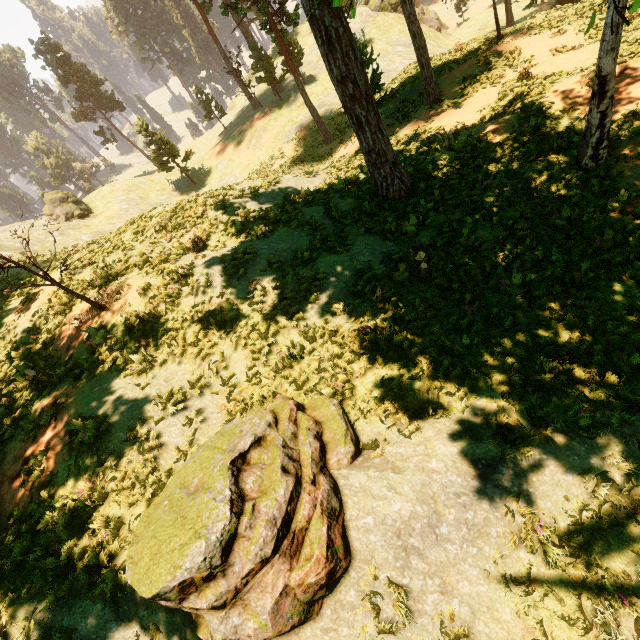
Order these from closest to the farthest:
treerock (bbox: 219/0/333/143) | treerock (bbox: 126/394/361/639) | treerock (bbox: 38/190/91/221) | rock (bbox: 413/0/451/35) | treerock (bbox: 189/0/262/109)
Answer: → treerock (bbox: 126/394/361/639) < treerock (bbox: 219/0/333/143) < treerock (bbox: 38/190/91/221) < treerock (bbox: 189/0/262/109) < rock (bbox: 413/0/451/35)

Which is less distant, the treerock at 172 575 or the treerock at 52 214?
the treerock at 172 575

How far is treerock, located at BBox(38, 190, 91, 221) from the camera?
35.6 meters

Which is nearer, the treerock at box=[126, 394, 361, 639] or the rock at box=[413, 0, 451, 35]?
the treerock at box=[126, 394, 361, 639]

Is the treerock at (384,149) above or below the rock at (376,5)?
above

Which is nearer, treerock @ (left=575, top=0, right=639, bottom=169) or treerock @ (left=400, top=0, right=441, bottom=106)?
treerock @ (left=575, top=0, right=639, bottom=169)

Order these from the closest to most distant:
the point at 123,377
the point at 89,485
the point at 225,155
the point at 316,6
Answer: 1. the point at 89,485
2. the point at 316,6
3. the point at 123,377
4. the point at 225,155
